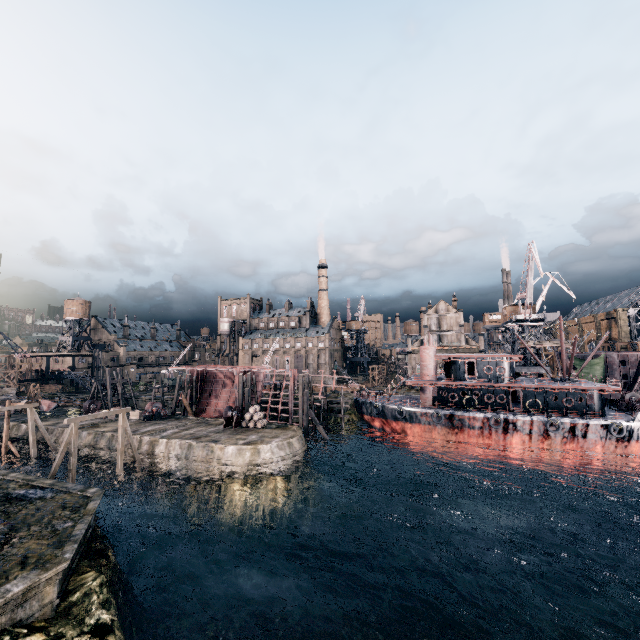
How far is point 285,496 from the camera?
30.7m

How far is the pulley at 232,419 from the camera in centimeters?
4038cm

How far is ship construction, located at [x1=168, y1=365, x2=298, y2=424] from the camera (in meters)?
49.82

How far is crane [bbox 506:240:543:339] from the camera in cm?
5116

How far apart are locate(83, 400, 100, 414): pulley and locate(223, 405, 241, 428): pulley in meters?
24.3 m

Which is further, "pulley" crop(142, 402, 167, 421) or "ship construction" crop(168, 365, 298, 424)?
"ship construction" crop(168, 365, 298, 424)

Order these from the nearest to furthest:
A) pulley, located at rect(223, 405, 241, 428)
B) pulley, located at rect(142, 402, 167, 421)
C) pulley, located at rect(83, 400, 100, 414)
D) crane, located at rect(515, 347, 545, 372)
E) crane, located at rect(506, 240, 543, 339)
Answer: pulley, located at rect(223, 405, 241, 428) → pulley, located at rect(142, 402, 167, 421) → pulley, located at rect(83, 400, 100, 414) → crane, located at rect(506, 240, 543, 339) → crane, located at rect(515, 347, 545, 372)

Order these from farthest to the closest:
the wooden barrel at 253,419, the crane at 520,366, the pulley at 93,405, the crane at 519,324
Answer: the crane at 520,366 → the crane at 519,324 → the pulley at 93,405 → the wooden barrel at 253,419
